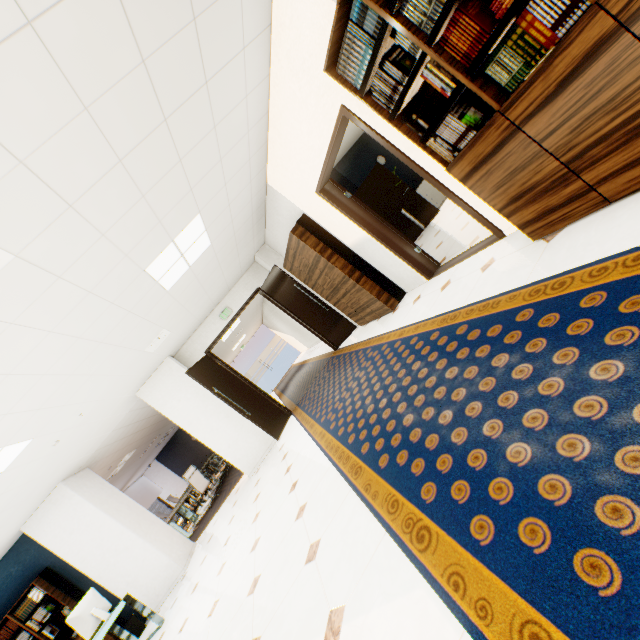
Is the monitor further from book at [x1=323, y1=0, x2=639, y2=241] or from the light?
book at [x1=323, y1=0, x2=639, y2=241]

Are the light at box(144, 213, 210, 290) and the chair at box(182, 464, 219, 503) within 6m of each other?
no

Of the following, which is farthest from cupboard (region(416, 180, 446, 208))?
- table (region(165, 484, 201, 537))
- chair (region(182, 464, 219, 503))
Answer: table (region(165, 484, 201, 537))

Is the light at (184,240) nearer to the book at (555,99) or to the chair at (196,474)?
the book at (555,99)

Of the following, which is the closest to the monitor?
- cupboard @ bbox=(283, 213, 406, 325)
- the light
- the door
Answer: the door

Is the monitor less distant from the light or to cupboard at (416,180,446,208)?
the light

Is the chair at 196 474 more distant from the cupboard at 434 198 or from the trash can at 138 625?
the cupboard at 434 198

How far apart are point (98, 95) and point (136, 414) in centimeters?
763cm
